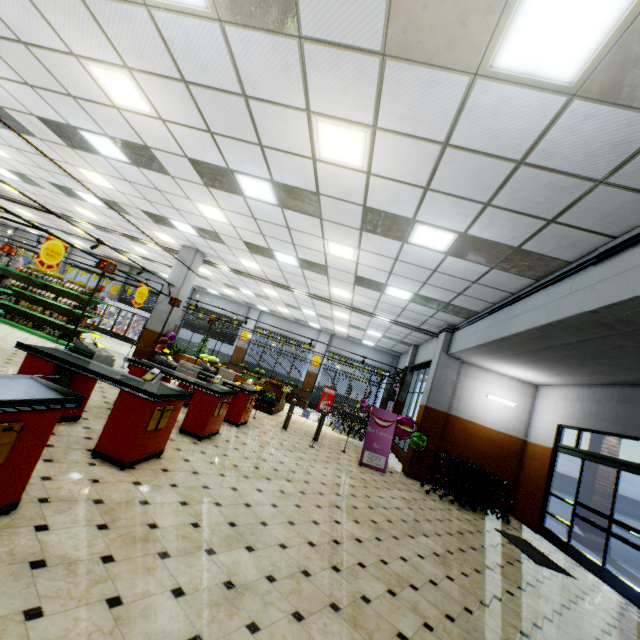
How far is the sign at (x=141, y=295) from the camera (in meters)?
10.26

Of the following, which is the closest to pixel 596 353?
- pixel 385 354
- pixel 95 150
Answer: pixel 95 150

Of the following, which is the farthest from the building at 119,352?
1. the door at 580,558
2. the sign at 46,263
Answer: the sign at 46,263

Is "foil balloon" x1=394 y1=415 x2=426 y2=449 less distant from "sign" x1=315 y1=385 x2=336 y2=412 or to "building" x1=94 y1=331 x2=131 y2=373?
"building" x1=94 y1=331 x2=131 y2=373

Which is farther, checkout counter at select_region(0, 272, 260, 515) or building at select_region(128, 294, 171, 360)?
building at select_region(128, 294, 171, 360)

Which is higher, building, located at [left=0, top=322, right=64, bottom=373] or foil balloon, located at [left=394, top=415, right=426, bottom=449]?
foil balloon, located at [left=394, top=415, right=426, bottom=449]

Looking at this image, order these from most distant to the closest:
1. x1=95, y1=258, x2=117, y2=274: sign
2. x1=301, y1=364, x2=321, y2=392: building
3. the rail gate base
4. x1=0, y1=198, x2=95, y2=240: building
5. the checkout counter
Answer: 1. x1=301, y1=364, x2=321, y2=392: building
2. x1=0, y1=198, x2=95, y2=240: building
3. x1=95, y1=258, x2=117, y2=274: sign
4. the rail gate base
5. the checkout counter

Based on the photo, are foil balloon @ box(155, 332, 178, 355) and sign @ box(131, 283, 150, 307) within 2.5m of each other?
yes
